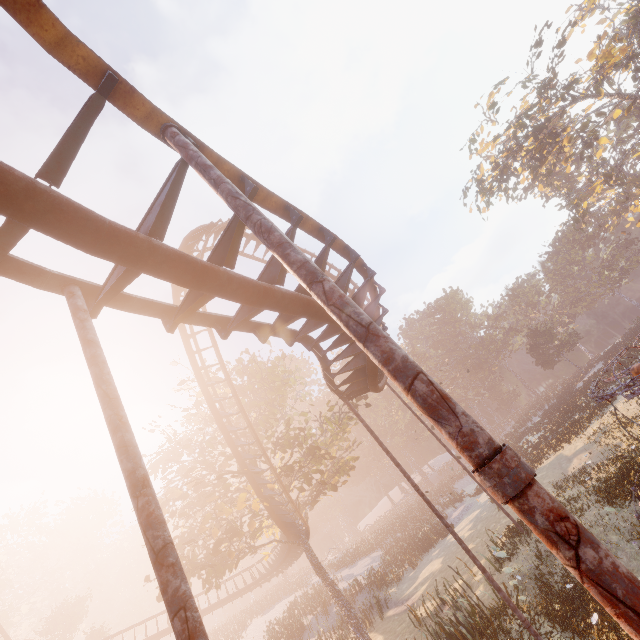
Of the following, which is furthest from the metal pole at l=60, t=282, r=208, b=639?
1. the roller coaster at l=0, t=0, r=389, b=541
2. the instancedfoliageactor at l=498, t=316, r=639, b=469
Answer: the instancedfoliageactor at l=498, t=316, r=639, b=469

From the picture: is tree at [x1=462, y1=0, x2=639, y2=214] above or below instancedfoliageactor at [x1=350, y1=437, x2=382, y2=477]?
above

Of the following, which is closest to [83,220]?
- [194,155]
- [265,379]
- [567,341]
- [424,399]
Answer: [194,155]

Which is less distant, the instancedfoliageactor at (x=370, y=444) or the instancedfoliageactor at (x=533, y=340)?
the instancedfoliageactor at (x=533, y=340)

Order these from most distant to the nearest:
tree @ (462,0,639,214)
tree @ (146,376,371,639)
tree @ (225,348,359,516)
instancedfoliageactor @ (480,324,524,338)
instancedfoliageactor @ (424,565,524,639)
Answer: instancedfoliageactor @ (480,324,524,338), tree @ (462,0,639,214), tree @ (225,348,359,516), tree @ (146,376,371,639), instancedfoliageactor @ (424,565,524,639)

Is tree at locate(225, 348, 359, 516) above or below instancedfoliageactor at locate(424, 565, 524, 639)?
above

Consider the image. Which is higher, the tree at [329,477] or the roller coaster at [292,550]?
the tree at [329,477]

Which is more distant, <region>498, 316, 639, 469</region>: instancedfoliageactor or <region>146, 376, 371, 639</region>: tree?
<region>498, 316, 639, 469</region>: instancedfoliageactor
